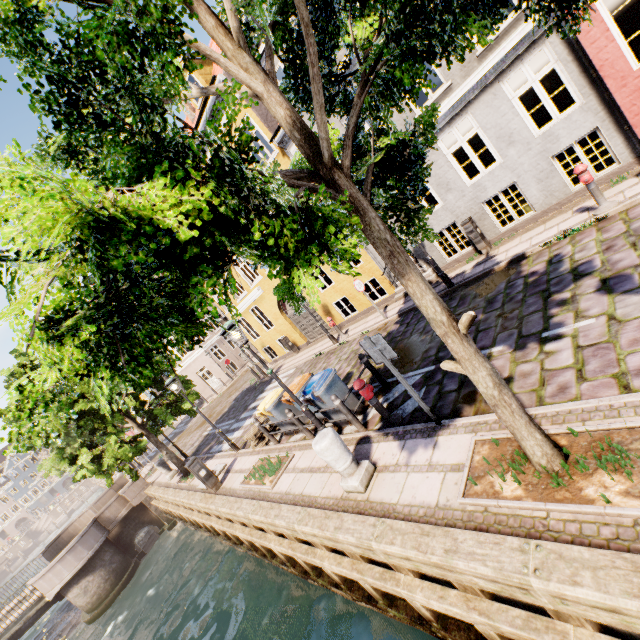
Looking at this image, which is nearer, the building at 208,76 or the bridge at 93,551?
the building at 208,76

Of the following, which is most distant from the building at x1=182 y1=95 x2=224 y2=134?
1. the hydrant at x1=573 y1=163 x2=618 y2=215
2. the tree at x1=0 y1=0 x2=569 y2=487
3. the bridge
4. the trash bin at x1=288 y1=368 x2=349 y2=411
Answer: the bridge

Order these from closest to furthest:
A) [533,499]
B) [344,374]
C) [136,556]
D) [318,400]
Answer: [533,499], [318,400], [344,374], [136,556]

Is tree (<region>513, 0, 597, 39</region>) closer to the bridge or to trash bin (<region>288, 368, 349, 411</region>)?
the bridge

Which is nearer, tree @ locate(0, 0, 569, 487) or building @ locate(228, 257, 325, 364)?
tree @ locate(0, 0, 569, 487)

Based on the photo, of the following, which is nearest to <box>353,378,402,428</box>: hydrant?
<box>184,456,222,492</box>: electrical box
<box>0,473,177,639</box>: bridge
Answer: <box>184,456,222,492</box>: electrical box

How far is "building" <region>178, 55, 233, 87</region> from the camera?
12.1 meters

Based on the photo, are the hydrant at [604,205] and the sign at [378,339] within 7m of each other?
yes
